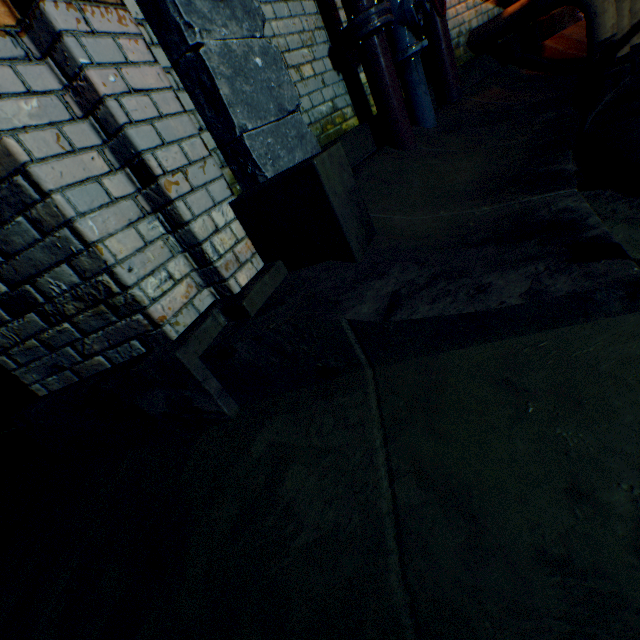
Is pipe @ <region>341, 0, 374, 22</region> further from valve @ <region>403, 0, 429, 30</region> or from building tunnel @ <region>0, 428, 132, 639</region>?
building tunnel @ <region>0, 428, 132, 639</region>

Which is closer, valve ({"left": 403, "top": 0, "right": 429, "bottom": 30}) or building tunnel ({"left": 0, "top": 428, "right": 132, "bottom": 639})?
building tunnel ({"left": 0, "top": 428, "right": 132, "bottom": 639})

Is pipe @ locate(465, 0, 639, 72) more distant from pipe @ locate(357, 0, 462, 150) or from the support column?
the support column

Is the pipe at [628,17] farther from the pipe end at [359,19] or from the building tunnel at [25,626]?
the building tunnel at [25,626]

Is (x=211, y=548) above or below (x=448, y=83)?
below

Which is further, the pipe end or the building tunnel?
the pipe end

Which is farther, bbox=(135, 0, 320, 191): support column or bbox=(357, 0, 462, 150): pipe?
bbox=(357, 0, 462, 150): pipe

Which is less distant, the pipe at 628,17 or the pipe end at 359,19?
the pipe end at 359,19
